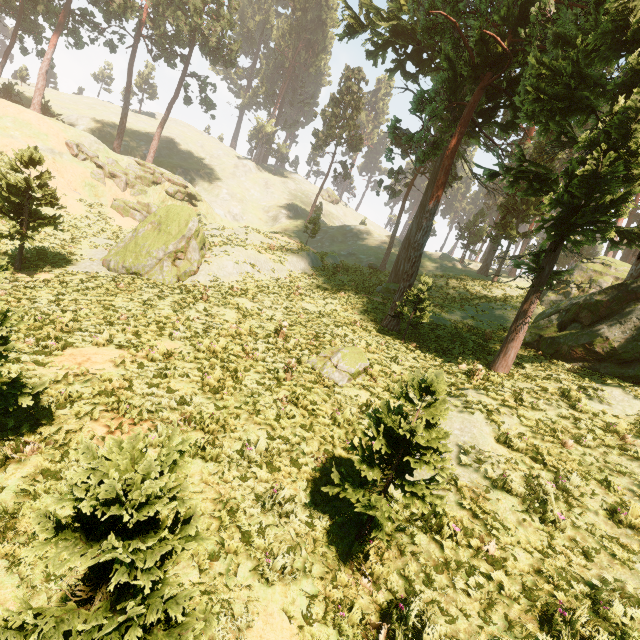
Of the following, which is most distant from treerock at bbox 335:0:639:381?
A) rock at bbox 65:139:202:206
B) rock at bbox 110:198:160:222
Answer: rock at bbox 110:198:160:222

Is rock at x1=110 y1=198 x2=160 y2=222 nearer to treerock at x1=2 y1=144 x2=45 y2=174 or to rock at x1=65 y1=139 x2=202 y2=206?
rock at x1=65 y1=139 x2=202 y2=206

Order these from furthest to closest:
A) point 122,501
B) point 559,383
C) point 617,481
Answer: point 559,383 < point 617,481 < point 122,501

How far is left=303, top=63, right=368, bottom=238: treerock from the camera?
47.84m

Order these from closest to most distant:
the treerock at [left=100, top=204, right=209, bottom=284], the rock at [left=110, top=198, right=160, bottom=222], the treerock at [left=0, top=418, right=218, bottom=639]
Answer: the treerock at [left=0, top=418, right=218, bottom=639] → the treerock at [left=100, top=204, right=209, bottom=284] → the rock at [left=110, top=198, right=160, bottom=222]

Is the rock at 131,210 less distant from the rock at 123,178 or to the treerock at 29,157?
the rock at 123,178
